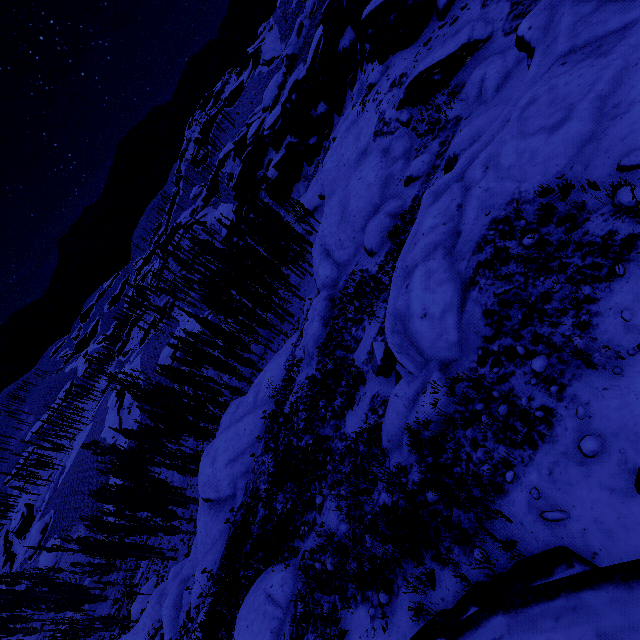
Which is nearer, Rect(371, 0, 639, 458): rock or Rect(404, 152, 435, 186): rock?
Rect(371, 0, 639, 458): rock

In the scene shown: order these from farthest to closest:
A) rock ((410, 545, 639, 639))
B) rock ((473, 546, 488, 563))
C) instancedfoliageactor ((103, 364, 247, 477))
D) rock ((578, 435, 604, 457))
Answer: instancedfoliageactor ((103, 364, 247, 477)), rock ((473, 546, 488, 563)), rock ((578, 435, 604, 457)), rock ((410, 545, 639, 639))

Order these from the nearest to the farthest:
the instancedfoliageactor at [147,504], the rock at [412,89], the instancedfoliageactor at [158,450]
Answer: the rock at [412,89]
the instancedfoliageactor at [158,450]
the instancedfoliageactor at [147,504]

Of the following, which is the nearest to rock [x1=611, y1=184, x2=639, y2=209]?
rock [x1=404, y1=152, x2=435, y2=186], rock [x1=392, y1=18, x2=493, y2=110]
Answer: rock [x1=392, y1=18, x2=493, y2=110]

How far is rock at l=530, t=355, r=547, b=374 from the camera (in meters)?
5.57

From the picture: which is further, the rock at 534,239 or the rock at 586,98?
the rock at 586,98

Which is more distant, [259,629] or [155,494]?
[155,494]
